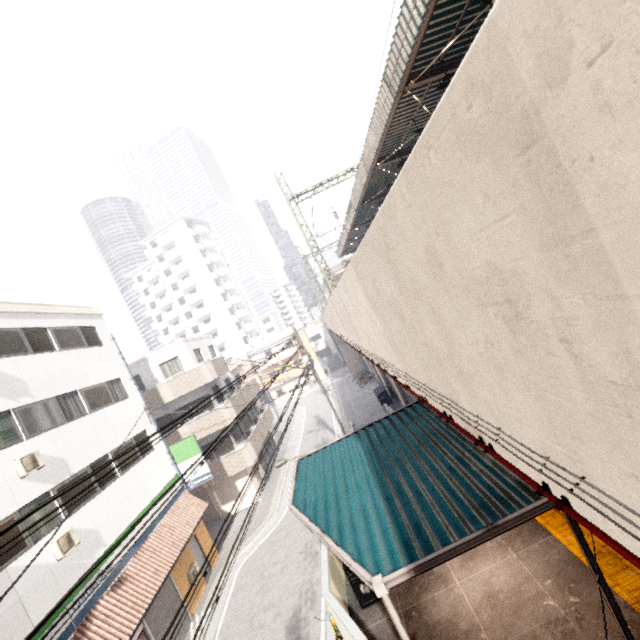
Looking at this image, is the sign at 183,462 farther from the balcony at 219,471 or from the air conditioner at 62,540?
the air conditioner at 62,540

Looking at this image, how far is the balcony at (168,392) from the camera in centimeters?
2047cm

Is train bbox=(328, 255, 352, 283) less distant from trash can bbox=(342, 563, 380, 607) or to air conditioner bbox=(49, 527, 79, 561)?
trash can bbox=(342, 563, 380, 607)

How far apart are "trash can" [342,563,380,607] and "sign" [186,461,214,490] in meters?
11.2

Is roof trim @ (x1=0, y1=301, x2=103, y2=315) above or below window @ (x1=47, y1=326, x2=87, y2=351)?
above

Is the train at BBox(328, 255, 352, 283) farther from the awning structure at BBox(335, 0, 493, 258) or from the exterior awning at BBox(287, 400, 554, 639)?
the exterior awning at BBox(287, 400, 554, 639)

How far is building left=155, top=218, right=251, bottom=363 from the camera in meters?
58.5

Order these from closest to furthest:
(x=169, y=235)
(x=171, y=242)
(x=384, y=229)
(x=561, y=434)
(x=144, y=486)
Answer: (x=561, y=434), (x=384, y=229), (x=144, y=486), (x=169, y=235), (x=171, y=242)
